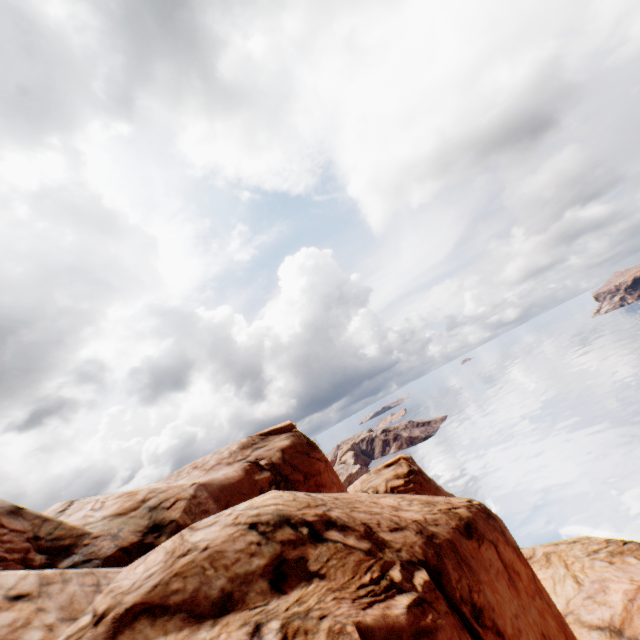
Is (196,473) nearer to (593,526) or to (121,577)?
(121,577)
